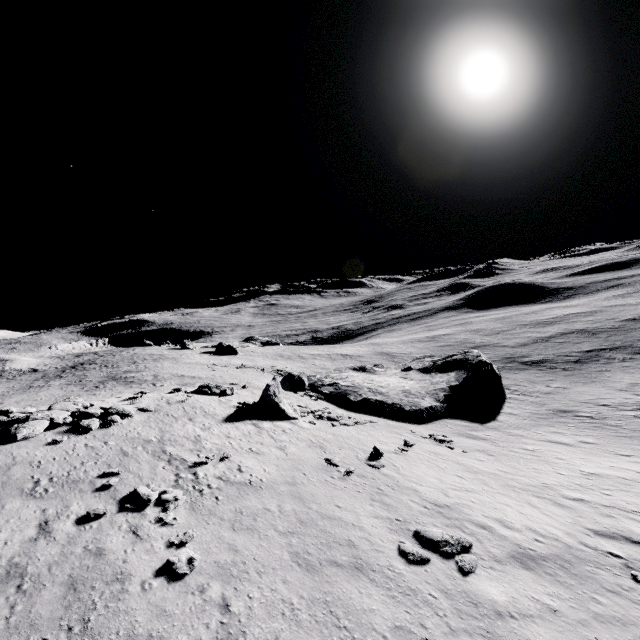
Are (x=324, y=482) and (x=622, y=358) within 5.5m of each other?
no

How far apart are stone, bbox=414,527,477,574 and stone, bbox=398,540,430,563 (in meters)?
0.45

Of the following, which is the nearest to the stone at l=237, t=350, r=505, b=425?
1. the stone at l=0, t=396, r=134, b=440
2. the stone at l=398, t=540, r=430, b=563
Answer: the stone at l=0, t=396, r=134, b=440

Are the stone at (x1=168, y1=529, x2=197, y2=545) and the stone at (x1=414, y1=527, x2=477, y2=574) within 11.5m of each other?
yes

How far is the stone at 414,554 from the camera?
11.2 meters

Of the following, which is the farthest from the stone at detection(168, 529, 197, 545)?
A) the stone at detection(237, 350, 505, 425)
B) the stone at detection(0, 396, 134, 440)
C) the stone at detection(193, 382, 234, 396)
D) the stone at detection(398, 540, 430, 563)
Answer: the stone at detection(193, 382, 234, 396)

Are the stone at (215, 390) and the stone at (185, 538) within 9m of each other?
no

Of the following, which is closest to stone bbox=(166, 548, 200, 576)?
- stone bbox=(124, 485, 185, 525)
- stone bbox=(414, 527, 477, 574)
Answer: stone bbox=(124, 485, 185, 525)
